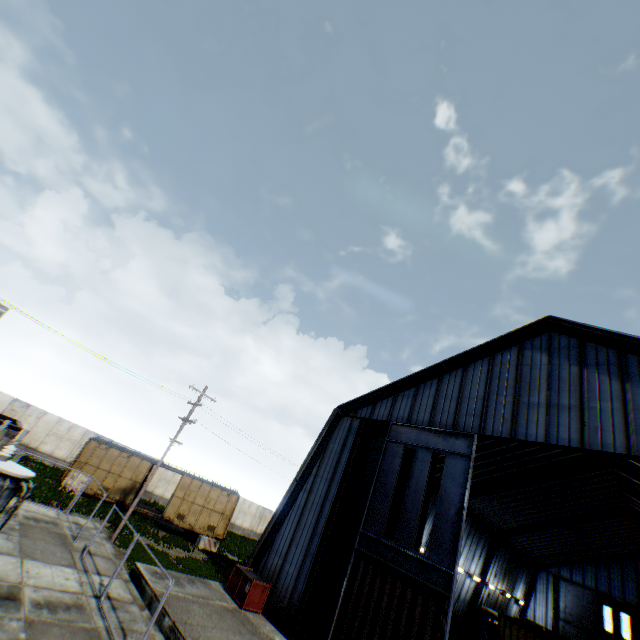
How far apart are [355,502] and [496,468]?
15.87m

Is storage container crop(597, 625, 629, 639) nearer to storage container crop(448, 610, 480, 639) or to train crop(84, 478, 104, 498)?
storage container crop(448, 610, 480, 639)

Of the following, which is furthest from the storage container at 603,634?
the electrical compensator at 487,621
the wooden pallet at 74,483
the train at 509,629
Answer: the wooden pallet at 74,483

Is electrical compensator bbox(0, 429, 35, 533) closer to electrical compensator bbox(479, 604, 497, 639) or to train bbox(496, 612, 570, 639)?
train bbox(496, 612, 570, 639)

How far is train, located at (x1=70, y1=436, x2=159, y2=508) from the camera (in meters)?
24.38

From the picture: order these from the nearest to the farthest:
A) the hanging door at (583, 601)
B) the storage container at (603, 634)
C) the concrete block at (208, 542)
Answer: the storage container at (603, 634)
the concrete block at (208, 542)
the hanging door at (583, 601)

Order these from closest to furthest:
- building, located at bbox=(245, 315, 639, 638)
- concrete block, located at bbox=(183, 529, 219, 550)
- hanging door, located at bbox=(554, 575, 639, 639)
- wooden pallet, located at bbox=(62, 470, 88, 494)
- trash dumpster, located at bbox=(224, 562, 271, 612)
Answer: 1. building, located at bbox=(245, 315, 639, 638)
2. trash dumpster, located at bbox=(224, 562, 271, 612)
3. wooden pallet, located at bbox=(62, 470, 88, 494)
4. concrete block, located at bbox=(183, 529, 219, 550)
5. hanging door, located at bbox=(554, 575, 639, 639)

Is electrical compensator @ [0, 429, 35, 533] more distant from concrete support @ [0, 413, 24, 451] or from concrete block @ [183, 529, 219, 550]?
concrete block @ [183, 529, 219, 550]
